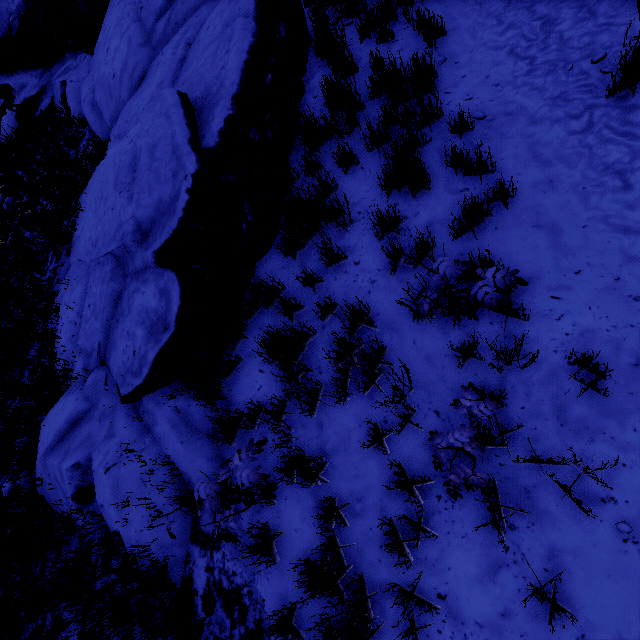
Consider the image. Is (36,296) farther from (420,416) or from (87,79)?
(420,416)
